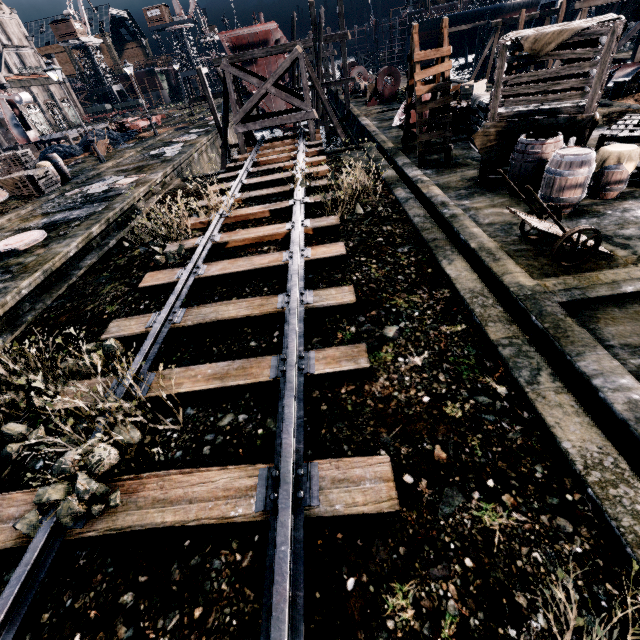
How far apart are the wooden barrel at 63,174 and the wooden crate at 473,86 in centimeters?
2357cm

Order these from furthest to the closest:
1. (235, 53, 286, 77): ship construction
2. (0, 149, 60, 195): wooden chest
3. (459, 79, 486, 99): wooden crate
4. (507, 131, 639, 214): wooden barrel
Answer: (235, 53, 286, 77): ship construction < (0, 149, 60, 195): wooden chest < (459, 79, 486, 99): wooden crate < (507, 131, 639, 214): wooden barrel

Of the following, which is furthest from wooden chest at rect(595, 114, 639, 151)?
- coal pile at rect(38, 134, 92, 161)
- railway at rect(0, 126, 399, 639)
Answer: coal pile at rect(38, 134, 92, 161)

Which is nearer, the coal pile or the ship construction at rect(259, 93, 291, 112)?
the coal pile

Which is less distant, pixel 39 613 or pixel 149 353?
pixel 39 613

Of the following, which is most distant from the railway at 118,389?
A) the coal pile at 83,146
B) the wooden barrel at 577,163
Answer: the coal pile at 83,146

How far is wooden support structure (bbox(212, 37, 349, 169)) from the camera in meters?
18.7 m

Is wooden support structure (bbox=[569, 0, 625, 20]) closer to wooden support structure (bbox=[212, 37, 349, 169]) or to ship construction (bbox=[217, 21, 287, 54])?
wooden support structure (bbox=[212, 37, 349, 169])
